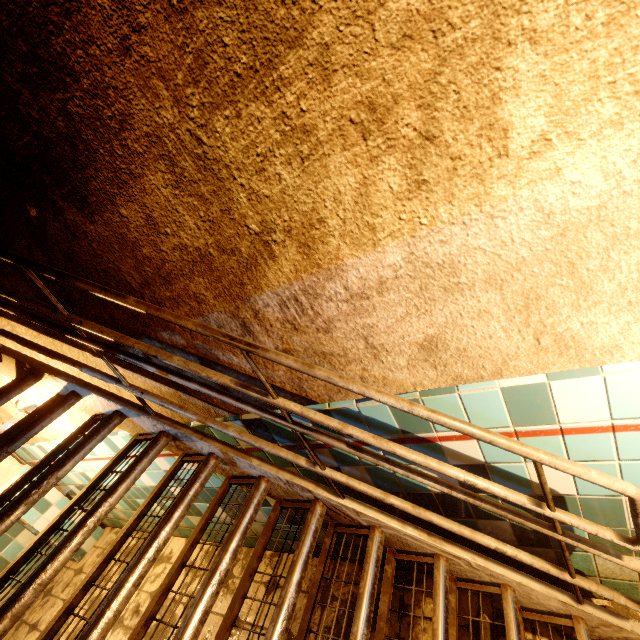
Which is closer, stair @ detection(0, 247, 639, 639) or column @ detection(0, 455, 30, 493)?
stair @ detection(0, 247, 639, 639)

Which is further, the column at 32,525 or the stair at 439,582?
the column at 32,525

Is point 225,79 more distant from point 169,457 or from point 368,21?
point 169,457

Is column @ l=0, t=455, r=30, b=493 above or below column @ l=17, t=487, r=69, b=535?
above

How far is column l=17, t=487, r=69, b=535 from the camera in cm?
352

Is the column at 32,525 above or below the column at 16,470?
below
